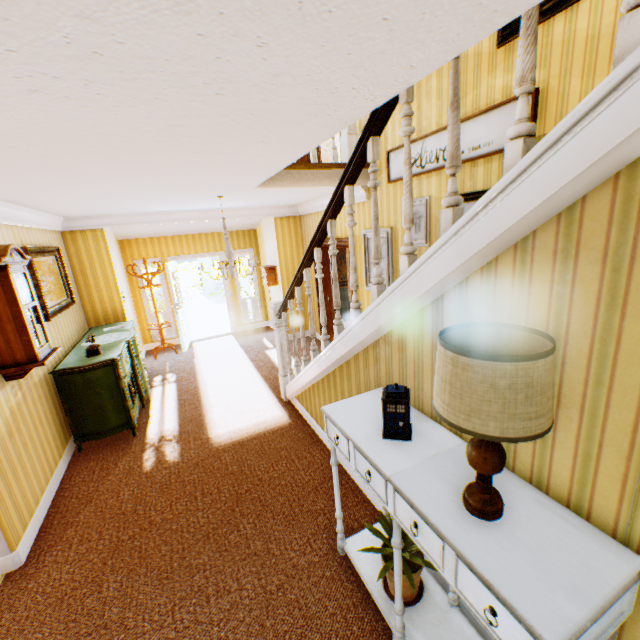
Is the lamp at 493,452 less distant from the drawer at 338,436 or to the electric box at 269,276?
the drawer at 338,436

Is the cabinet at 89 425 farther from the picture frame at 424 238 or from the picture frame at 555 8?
the picture frame at 555 8

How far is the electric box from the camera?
7.8m

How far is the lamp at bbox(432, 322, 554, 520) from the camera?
1.0m

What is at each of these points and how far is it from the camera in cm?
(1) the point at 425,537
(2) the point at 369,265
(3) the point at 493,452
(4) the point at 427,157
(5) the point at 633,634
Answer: (1) drawer, 144
(2) picture frame, 532
(3) lamp, 128
(4) picture frame, 377
(5) building, 124

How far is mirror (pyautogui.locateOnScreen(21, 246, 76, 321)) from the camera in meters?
4.2

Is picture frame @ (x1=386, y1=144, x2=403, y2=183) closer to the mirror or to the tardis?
the tardis

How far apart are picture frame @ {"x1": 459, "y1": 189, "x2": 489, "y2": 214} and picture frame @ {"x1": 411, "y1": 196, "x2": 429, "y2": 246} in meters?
0.3
